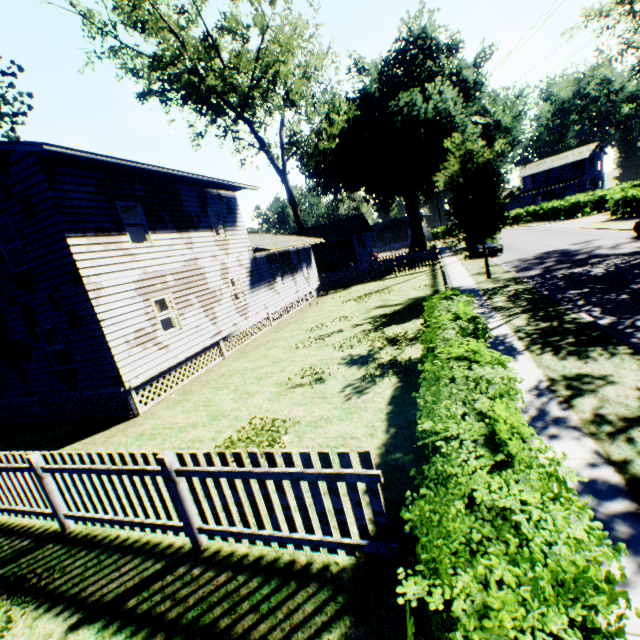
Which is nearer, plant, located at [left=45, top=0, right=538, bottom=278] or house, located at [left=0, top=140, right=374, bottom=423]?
house, located at [left=0, top=140, right=374, bottom=423]

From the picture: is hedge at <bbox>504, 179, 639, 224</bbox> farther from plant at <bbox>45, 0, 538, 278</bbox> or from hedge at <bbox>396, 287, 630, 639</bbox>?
hedge at <bbox>396, 287, 630, 639</bbox>

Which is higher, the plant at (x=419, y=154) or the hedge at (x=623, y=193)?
the plant at (x=419, y=154)

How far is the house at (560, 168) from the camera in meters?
55.9

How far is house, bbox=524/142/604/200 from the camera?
55.9m

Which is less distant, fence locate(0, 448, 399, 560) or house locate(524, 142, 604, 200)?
fence locate(0, 448, 399, 560)

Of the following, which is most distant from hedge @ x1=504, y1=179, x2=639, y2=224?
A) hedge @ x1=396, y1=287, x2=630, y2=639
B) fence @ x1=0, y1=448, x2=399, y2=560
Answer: hedge @ x1=396, y1=287, x2=630, y2=639

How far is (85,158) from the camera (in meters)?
9.15
